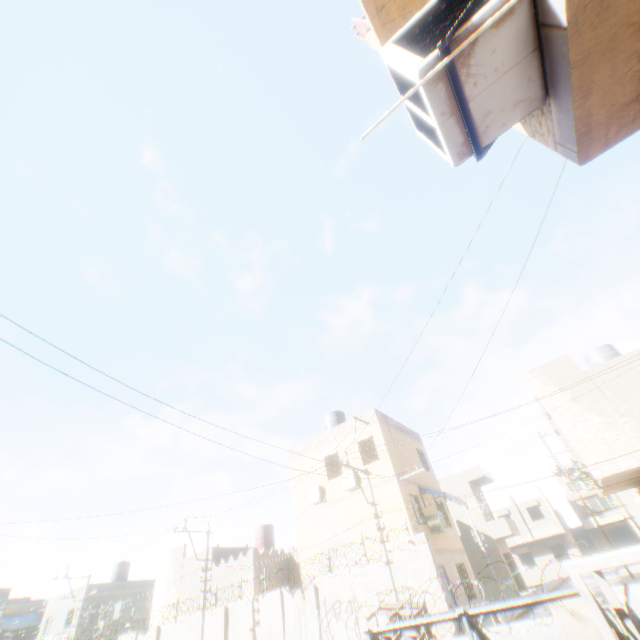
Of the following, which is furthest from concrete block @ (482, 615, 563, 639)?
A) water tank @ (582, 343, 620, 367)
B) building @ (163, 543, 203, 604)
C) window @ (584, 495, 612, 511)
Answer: window @ (584, 495, 612, 511)

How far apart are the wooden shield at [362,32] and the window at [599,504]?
54.9m

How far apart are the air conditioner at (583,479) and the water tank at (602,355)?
4.9 meters

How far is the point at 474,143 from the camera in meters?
2.4

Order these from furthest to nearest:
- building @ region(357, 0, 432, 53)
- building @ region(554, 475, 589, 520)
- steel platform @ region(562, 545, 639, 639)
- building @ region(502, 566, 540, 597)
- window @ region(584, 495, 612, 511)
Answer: building @ region(554, 475, 589, 520) → window @ region(584, 495, 612, 511) → building @ region(502, 566, 540, 597) → building @ region(357, 0, 432, 53) → steel platform @ region(562, 545, 639, 639)

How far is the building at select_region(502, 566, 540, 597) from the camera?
26.5 meters

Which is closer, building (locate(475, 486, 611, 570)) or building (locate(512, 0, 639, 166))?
building (locate(512, 0, 639, 166))

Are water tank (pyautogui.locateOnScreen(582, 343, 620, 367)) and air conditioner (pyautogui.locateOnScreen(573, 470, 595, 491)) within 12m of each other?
yes
